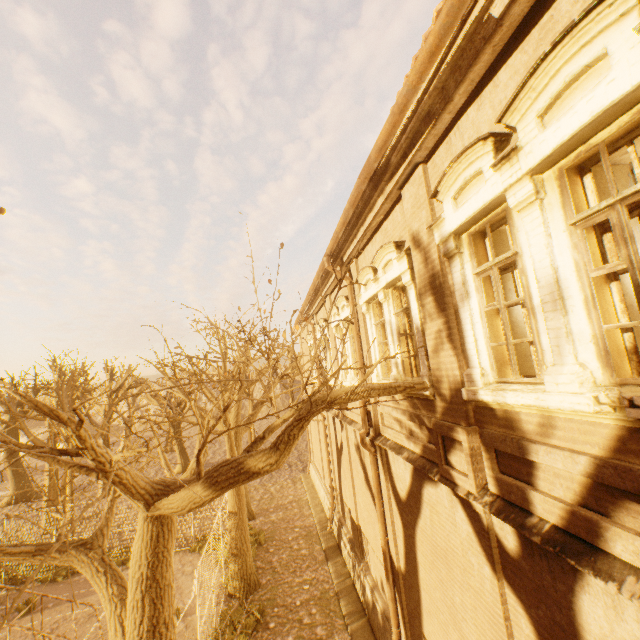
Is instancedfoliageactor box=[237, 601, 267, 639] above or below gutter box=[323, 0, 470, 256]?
below

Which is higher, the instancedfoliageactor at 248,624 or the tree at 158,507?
the tree at 158,507

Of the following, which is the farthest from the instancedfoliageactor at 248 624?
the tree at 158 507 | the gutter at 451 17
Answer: the gutter at 451 17

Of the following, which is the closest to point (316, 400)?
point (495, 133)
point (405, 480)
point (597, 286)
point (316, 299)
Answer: point (597, 286)

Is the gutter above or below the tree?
above

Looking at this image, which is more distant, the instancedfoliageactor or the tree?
the instancedfoliageactor

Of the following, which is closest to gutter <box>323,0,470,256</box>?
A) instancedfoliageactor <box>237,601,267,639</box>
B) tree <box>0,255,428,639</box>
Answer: tree <box>0,255,428,639</box>

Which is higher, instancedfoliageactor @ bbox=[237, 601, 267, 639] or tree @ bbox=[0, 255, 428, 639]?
tree @ bbox=[0, 255, 428, 639]
